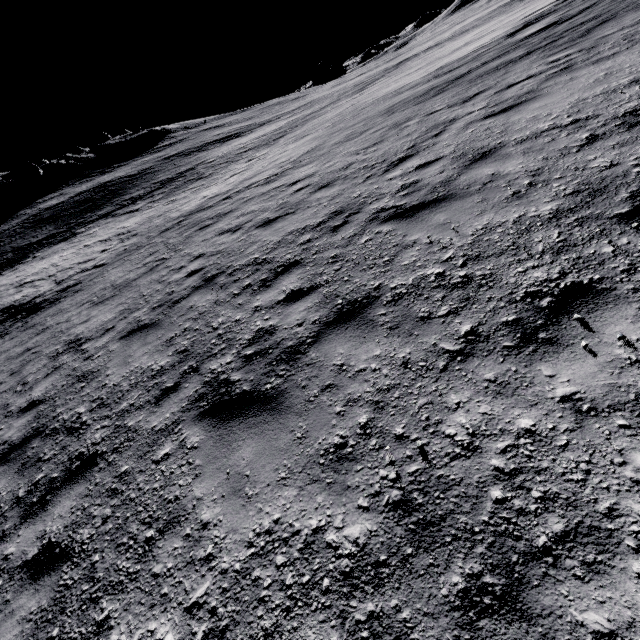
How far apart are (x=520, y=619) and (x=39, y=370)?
9.6 meters
